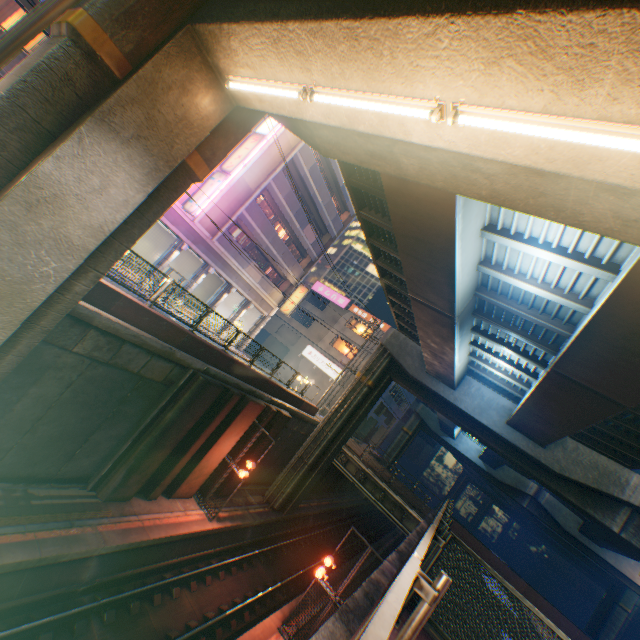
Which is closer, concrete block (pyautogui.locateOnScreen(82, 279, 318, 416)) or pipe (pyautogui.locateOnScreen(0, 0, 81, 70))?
pipe (pyautogui.locateOnScreen(0, 0, 81, 70))

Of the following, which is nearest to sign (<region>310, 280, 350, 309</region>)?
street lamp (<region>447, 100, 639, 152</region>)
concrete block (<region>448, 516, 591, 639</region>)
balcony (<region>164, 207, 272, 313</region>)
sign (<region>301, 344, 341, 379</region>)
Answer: sign (<region>301, 344, 341, 379</region>)

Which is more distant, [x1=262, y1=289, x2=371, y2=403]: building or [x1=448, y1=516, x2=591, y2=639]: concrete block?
[x1=262, y1=289, x2=371, y2=403]: building

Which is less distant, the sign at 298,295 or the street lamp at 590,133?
the street lamp at 590,133

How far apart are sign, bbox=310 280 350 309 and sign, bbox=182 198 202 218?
22.9 meters

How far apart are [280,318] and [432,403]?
25.9 meters

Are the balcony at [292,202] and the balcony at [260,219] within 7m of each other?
yes

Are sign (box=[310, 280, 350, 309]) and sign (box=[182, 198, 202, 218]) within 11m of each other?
no
